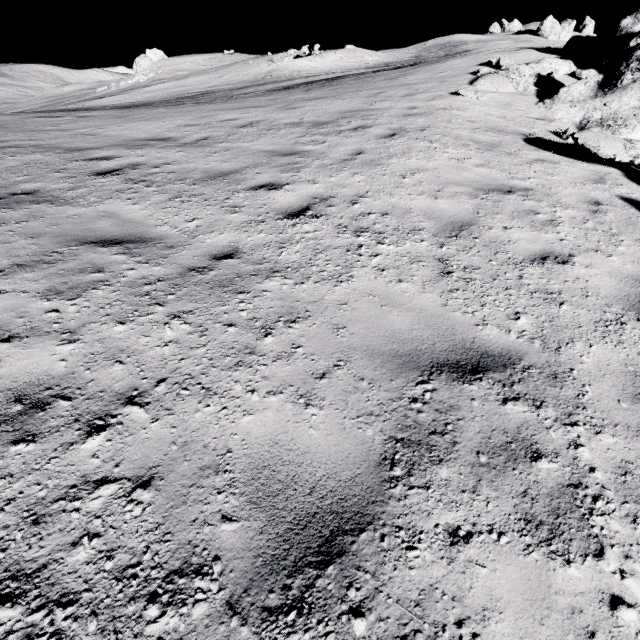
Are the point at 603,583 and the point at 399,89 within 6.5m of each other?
no
